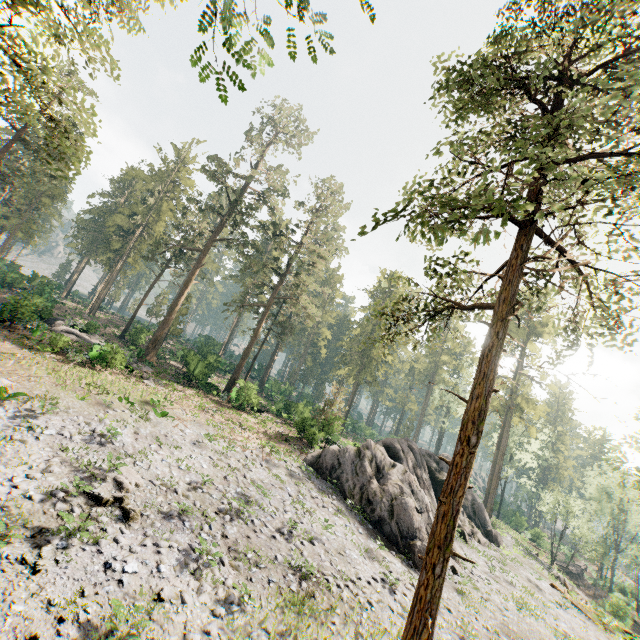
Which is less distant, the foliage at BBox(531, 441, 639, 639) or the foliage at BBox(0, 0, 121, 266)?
the foliage at BBox(0, 0, 121, 266)

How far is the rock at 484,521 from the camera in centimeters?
2768cm

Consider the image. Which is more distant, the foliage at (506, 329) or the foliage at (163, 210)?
the foliage at (163, 210)

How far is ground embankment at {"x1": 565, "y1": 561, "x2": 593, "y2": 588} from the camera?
46.8 meters

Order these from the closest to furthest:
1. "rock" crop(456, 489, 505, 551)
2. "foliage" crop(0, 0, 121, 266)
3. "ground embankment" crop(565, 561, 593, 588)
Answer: "foliage" crop(0, 0, 121, 266)
"rock" crop(456, 489, 505, 551)
"ground embankment" crop(565, 561, 593, 588)

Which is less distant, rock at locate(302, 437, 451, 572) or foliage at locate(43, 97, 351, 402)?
rock at locate(302, 437, 451, 572)

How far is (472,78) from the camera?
11.0m

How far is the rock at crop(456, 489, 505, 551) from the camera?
27.7 meters
